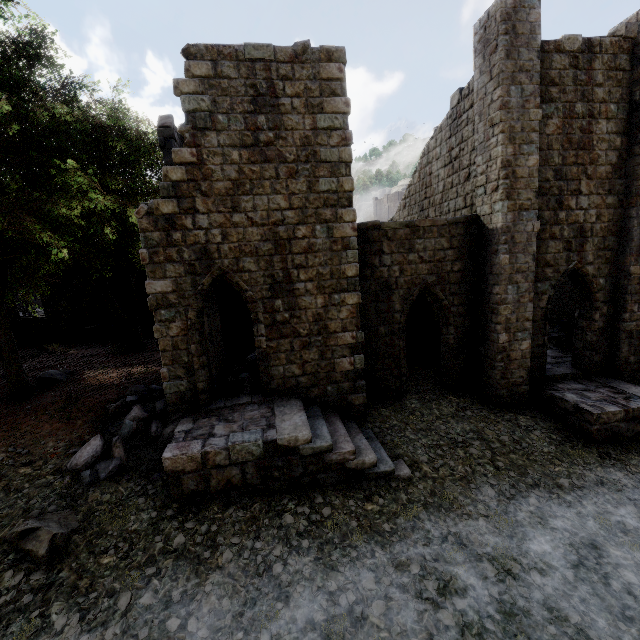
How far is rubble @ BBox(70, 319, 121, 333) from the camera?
20.5 meters

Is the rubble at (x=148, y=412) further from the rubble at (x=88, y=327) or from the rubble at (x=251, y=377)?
the rubble at (x=88, y=327)

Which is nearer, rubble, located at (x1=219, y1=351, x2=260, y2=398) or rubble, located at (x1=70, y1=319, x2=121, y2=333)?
rubble, located at (x1=219, y1=351, x2=260, y2=398)

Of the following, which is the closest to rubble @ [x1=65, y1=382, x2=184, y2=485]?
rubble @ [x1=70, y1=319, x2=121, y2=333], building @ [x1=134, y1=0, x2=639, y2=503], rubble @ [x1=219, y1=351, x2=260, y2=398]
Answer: building @ [x1=134, y1=0, x2=639, y2=503]

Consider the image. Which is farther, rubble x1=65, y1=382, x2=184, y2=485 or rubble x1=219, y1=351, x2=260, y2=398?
rubble x1=219, y1=351, x2=260, y2=398

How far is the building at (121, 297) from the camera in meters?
20.7

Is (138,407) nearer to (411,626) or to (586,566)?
(411,626)

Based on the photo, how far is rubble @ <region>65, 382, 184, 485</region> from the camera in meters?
8.2 m
